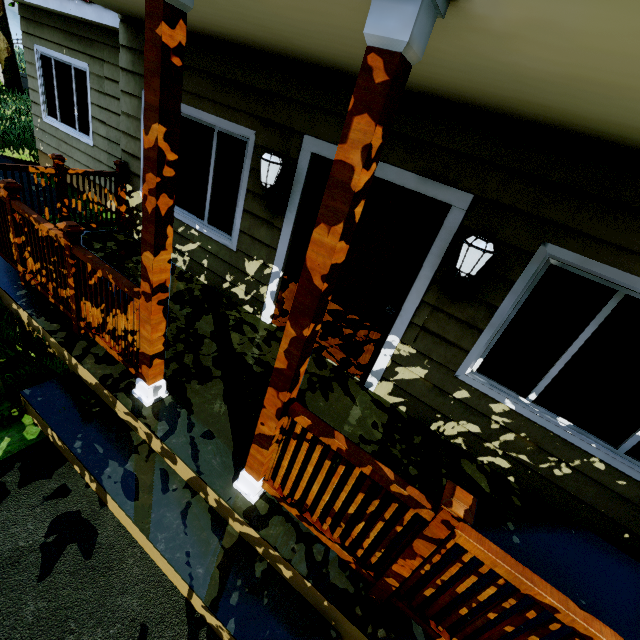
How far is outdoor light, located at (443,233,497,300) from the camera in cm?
243

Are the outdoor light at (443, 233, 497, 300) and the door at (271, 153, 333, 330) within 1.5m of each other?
yes

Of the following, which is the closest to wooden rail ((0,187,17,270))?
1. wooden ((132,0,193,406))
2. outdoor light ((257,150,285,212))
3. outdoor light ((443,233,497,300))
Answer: wooden ((132,0,193,406))

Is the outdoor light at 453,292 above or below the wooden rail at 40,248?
above

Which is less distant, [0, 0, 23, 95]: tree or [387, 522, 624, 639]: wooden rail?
[387, 522, 624, 639]: wooden rail

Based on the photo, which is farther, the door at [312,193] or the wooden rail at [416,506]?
the door at [312,193]

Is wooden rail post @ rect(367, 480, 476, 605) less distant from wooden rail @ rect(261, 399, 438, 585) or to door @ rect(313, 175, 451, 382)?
wooden rail @ rect(261, 399, 438, 585)

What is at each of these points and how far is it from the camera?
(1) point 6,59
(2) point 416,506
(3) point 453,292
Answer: (1) tree, 13.0 meters
(2) wooden rail, 1.6 meters
(3) outdoor light, 2.8 meters
